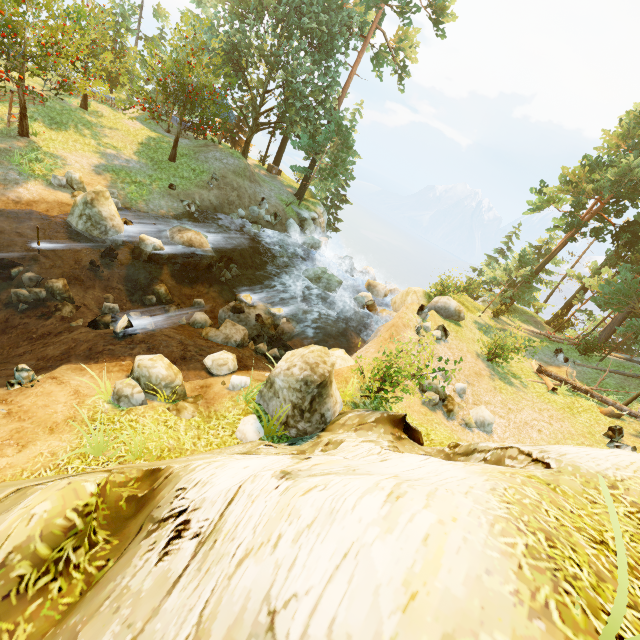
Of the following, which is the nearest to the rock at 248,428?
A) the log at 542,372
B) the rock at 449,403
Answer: the rock at 449,403

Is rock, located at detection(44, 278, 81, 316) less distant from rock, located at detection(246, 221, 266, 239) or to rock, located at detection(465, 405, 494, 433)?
rock, located at detection(246, 221, 266, 239)

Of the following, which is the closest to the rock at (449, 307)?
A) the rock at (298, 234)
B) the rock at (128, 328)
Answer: the rock at (298, 234)

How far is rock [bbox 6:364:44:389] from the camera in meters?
7.1

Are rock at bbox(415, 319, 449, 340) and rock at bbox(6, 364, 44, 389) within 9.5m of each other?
no

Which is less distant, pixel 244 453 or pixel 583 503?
pixel 583 503

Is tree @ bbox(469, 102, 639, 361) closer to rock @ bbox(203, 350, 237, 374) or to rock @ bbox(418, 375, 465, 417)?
rock @ bbox(418, 375, 465, 417)

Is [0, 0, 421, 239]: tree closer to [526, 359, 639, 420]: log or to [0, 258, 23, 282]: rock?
[526, 359, 639, 420]: log
